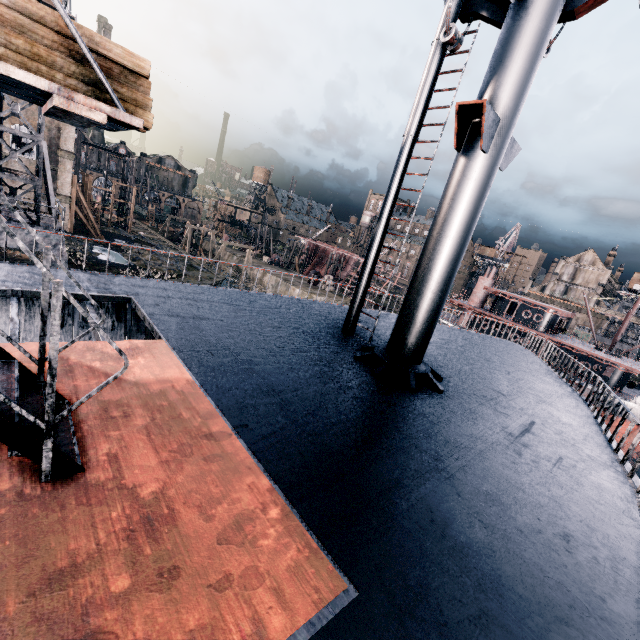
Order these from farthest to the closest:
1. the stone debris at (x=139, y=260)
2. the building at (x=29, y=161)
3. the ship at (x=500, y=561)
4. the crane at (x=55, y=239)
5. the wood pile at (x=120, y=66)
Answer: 1. the stone debris at (x=139, y=260)
2. the building at (x=29, y=161)
3. the crane at (x=55, y=239)
4. the wood pile at (x=120, y=66)
5. the ship at (x=500, y=561)

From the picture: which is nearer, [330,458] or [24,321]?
[330,458]

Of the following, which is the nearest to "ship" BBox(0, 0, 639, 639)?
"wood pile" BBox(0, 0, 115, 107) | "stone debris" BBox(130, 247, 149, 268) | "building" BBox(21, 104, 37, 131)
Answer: "wood pile" BBox(0, 0, 115, 107)

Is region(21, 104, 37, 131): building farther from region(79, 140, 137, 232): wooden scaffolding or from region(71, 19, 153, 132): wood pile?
region(71, 19, 153, 132): wood pile

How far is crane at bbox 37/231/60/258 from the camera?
15.6m

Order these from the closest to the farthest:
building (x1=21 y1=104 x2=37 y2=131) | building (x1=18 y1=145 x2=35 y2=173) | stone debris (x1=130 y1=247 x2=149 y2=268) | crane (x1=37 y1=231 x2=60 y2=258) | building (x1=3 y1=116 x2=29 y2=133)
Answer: crane (x1=37 y1=231 x2=60 y2=258), building (x1=3 y1=116 x2=29 y2=133), building (x1=21 y1=104 x2=37 y2=131), building (x1=18 y1=145 x2=35 y2=173), stone debris (x1=130 y1=247 x2=149 y2=268)

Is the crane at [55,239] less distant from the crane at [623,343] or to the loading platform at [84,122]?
the loading platform at [84,122]

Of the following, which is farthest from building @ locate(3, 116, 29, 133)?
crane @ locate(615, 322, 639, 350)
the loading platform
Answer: the loading platform
